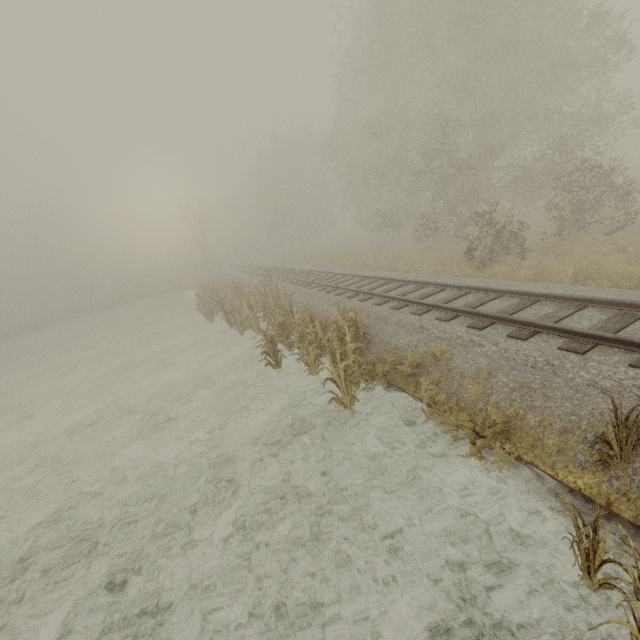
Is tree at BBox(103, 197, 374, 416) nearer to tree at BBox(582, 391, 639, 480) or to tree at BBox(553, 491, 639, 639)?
tree at BBox(582, 391, 639, 480)

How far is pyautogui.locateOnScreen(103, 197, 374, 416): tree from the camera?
6.8 meters

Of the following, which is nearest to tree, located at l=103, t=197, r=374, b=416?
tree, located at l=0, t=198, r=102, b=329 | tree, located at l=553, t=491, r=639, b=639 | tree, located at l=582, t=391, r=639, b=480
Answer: tree, located at l=582, t=391, r=639, b=480

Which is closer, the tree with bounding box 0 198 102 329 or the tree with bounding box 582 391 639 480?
the tree with bounding box 582 391 639 480

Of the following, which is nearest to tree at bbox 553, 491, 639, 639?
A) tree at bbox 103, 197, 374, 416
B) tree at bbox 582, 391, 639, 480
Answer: tree at bbox 582, 391, 639, 480

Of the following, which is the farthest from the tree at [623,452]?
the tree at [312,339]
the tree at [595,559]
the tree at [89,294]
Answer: the tree at [89,294]

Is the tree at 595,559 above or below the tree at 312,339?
below

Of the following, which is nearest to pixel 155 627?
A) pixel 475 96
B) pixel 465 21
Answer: pixel 465 21
